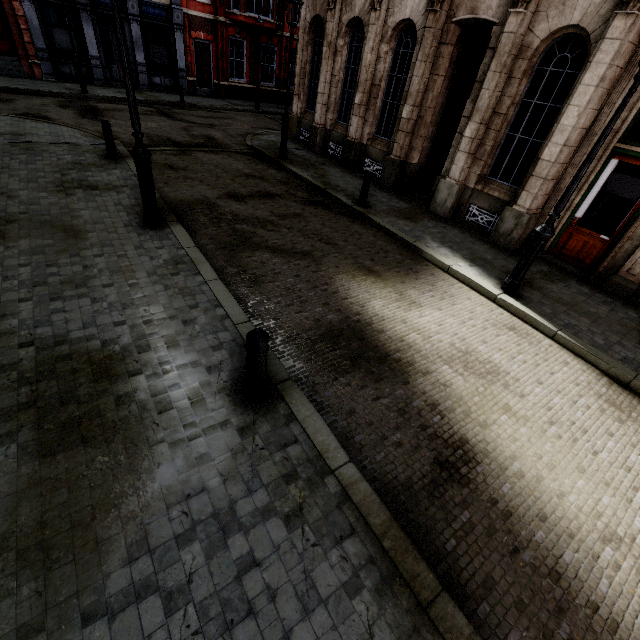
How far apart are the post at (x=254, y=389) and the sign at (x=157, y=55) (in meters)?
26.46

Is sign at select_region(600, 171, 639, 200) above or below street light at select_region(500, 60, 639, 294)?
above

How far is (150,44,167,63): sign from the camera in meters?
20.6 m

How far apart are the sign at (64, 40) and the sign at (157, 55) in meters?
3.9 m

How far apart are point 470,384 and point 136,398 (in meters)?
4.39

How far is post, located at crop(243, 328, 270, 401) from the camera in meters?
3.3

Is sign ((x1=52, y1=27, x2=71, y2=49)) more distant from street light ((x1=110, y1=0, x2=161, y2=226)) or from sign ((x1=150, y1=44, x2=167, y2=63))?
street light ((x1=110, y1=0, x2=161, y2=226))

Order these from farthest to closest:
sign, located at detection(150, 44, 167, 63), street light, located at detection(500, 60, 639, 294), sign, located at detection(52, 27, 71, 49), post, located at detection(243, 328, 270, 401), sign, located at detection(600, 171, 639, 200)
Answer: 1. sign, located at detection(150, 44, 167, 63)
2. sign, located at detection(52, 27, 71, 49)
3. sign, located at detection(600, 171, 639, 200)
4. street light, located at detection(500, 60, 639, 294)
5. post, located at detection(243, 328, 270, 401)
